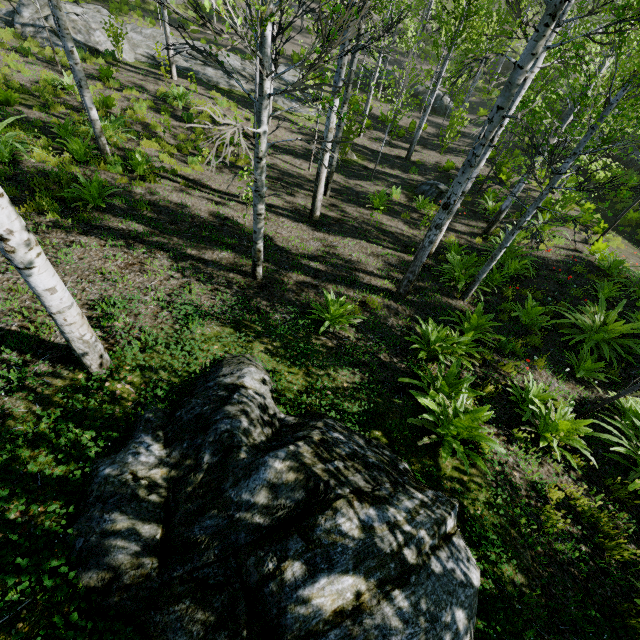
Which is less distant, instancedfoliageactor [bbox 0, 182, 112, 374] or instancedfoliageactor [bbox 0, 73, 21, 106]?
instancedfoliageactor [bbox 0, 182, 112, 374]

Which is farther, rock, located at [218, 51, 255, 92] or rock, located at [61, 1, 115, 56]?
rock, located at [218, 51, 255, 92]

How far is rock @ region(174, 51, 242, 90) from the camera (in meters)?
16.98

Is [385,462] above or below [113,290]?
above

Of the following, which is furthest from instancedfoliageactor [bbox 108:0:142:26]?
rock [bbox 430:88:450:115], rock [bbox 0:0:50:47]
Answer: rock [bbox 0:0:50:47]

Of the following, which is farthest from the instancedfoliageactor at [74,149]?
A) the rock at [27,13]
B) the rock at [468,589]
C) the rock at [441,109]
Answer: the rock at [27,13]

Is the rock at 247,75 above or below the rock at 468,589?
below

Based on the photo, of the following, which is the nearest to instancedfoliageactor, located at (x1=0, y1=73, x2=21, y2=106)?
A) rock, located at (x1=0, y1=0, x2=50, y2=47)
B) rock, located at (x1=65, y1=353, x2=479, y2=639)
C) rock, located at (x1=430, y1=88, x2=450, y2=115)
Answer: rock, located at (x1=65, y1=353, x2=479, y2=639)
